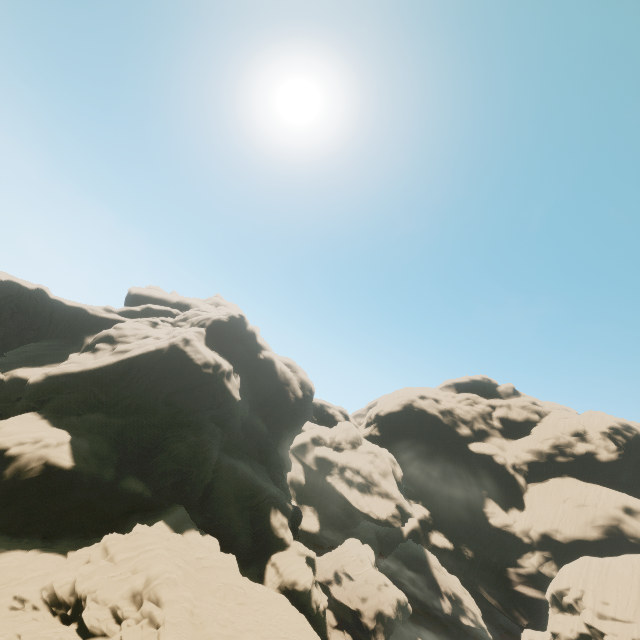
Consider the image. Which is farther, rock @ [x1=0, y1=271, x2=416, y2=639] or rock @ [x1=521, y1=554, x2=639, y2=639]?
rock @ [x1=521, y1=554, x2=639, y2=639]

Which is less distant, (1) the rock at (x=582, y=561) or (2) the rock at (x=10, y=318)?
(2) the rock at (x=10, y=318)

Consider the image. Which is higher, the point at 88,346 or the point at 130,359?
the point at 130,359
